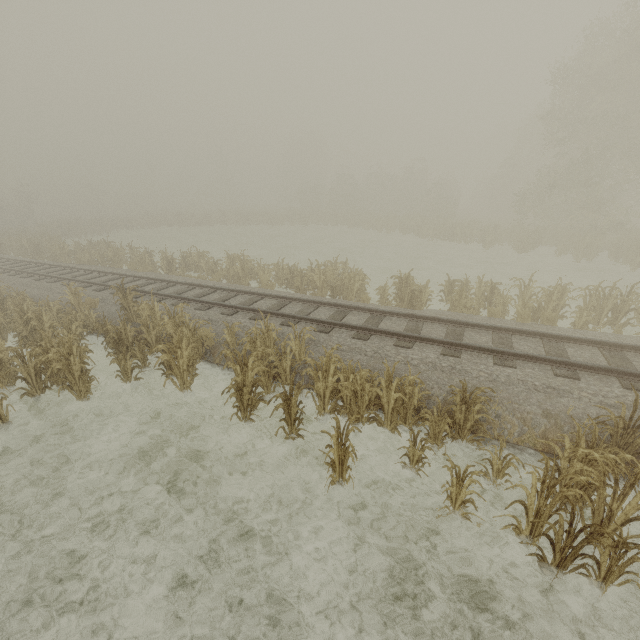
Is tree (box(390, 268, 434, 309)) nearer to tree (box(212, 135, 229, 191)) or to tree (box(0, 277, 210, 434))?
tree (box(0, 277, 210, 434))

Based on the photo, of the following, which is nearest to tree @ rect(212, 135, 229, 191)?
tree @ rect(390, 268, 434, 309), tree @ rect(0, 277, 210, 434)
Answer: tree @ rect(390, 268, 434, 309)

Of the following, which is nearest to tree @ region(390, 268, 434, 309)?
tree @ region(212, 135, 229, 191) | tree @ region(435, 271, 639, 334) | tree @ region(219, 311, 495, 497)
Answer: tree @ region(435, 271, 639, 334)

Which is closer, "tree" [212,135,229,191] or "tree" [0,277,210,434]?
"tree" [0,277,210,434]

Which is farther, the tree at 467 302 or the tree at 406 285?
the tree at 406 285

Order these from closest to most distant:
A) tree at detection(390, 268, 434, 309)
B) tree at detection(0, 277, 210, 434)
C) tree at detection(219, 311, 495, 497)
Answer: tree at detection(219, 311, 495, 497)
tree at detection(0, 277, 210, 434)
tree at detection(390, 268, 434, 309)

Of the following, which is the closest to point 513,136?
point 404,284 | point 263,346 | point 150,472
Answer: point 404,284

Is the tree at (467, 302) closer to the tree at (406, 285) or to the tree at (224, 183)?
the tree at (406, 285)
